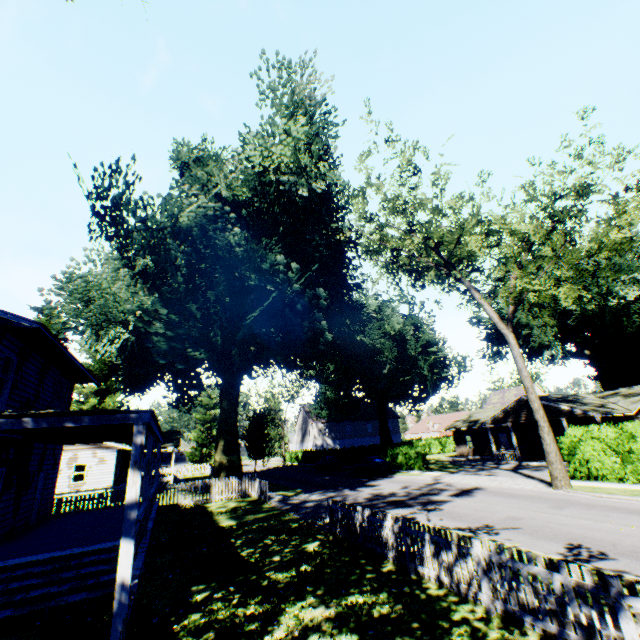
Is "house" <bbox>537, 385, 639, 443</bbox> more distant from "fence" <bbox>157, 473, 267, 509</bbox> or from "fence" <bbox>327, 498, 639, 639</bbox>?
"fence" <bbox>157, 473, 267, 509</bbox>

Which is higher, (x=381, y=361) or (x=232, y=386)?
(x=381, y=361)

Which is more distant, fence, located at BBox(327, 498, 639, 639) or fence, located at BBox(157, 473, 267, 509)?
fence, located at BBox(157, 473, 267, 509)

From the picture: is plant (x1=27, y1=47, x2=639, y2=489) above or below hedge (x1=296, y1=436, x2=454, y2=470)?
above

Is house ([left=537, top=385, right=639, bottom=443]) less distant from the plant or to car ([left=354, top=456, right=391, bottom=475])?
the plant

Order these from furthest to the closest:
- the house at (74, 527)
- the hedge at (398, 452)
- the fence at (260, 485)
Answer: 1. the hedge at (398, 452)
2. the fence at (260, 485)
3. the house at (74, 527)

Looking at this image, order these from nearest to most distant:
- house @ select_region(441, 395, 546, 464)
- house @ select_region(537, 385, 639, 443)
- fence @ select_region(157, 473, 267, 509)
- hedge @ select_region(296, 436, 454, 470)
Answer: fence @ select_region(157, 473, 267, 509) < house @ select_region(537, 385, 639, 443) < house @ select_region(441, 395, 546, 464) < hedge @ select_region(296, 436, 454, 470)

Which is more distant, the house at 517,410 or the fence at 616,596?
the house at 517,410
